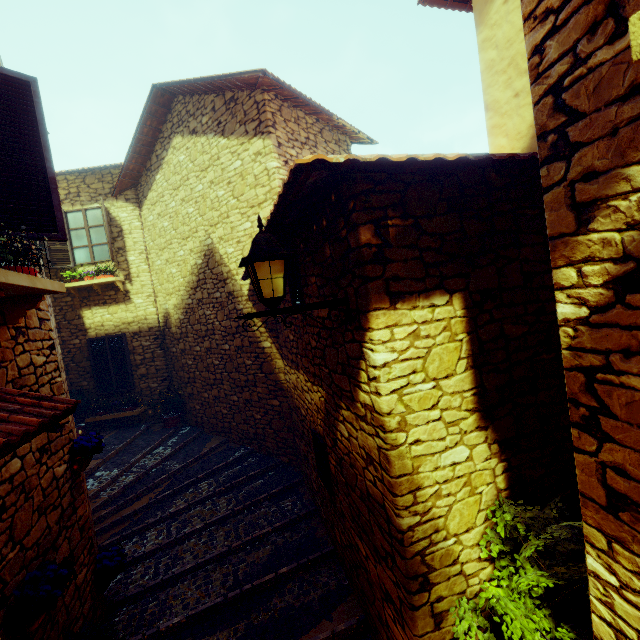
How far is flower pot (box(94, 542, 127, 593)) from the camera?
3.9 meters

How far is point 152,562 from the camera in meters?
4.7

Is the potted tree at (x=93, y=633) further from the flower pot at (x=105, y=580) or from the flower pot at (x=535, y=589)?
the flower pot at (x=535, y=589)

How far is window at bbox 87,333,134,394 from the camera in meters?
9.3 m

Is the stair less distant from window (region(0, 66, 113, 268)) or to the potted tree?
the potted tree

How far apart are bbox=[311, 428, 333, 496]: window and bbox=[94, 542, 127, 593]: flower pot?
2.7 meters

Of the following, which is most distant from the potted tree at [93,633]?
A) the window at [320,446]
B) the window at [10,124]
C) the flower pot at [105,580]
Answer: the window at [10,124]

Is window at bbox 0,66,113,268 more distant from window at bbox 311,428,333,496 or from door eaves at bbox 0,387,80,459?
window at bbox 311,428,333,496
